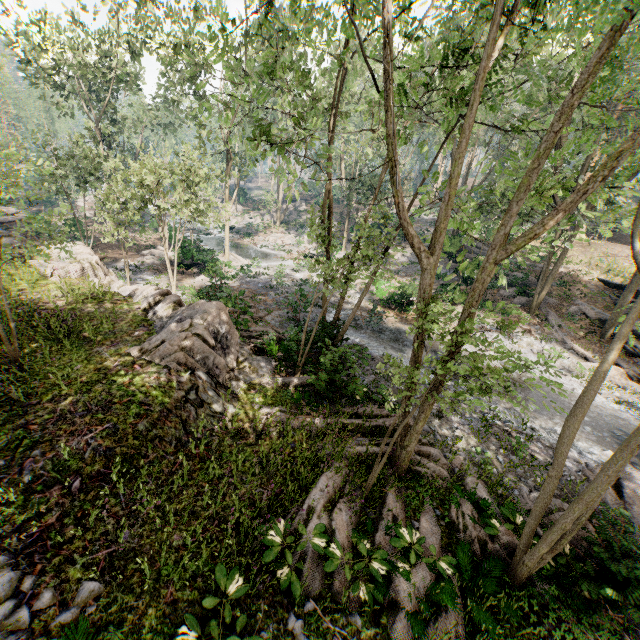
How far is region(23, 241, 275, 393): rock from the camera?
9.4 meters

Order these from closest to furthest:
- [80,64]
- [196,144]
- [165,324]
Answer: [165,324] < [196,144] < [80,64]

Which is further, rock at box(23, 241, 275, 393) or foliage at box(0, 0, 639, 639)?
rock at box(23, 241, 275, 393)

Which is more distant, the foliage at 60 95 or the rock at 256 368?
the rock at 256 368

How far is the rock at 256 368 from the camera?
9.4 meters
